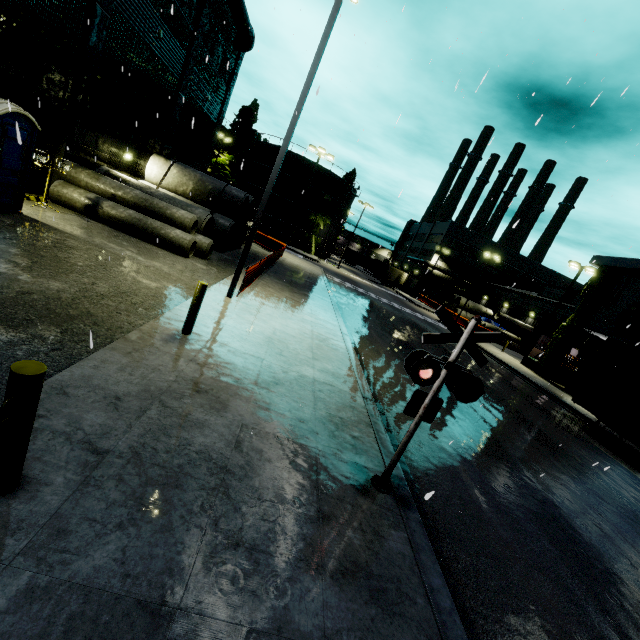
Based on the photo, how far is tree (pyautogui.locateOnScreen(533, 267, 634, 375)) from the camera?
24.4 meters

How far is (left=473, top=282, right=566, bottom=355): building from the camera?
42.06m

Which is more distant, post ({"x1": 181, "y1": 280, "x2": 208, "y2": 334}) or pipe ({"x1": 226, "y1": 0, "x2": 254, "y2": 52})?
pipe ({"x1": 226, "y1": 0, "x2": 254, "y2": 52})

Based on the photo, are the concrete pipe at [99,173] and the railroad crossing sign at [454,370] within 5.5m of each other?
no

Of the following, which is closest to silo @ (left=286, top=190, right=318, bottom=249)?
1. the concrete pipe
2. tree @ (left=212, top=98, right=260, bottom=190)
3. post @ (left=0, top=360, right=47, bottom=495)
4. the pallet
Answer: tree @ (left=212, top=98, right=260, bottom=190)

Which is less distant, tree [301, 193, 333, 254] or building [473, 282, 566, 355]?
building [473, 282, 566, 355]

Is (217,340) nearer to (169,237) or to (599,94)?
(599,94)

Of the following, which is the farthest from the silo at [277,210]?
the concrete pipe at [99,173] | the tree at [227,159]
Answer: the concrete pipe at [99,173]
